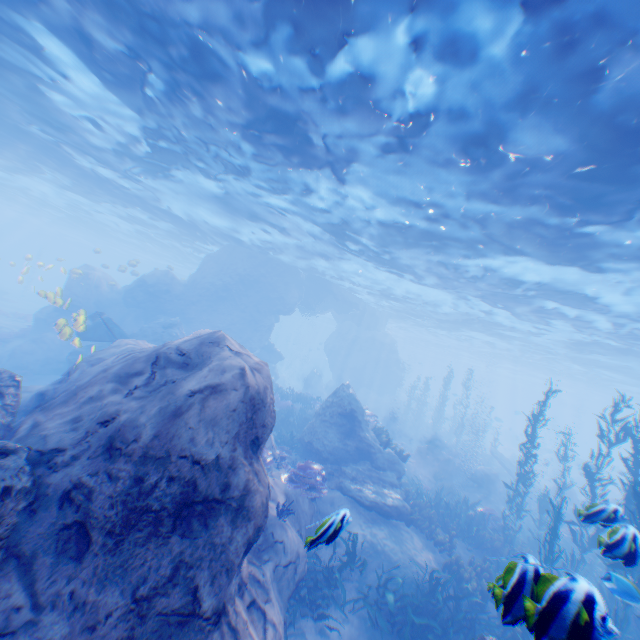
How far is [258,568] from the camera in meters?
6.7 m

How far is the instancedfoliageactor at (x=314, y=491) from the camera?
10.27m

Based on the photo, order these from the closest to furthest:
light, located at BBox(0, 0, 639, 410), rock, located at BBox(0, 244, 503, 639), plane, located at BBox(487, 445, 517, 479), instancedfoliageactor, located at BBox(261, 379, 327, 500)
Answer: rock, located at BBox(0, 244, 503, 639) → light, located at BBox(0, 0, 639, 410) → instancedfoliageactor, located at BBox(261, 379, 327, 500) → plane, located at BBox(487, 445, 517, 479)

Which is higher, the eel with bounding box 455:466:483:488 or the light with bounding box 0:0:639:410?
the light with bounding box 0:0:639:410

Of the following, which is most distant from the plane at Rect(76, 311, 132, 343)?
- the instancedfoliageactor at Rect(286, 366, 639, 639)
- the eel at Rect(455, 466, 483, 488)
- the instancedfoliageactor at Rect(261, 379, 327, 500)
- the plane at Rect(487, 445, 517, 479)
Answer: the plane at Rect(487, 445, 517, 479)

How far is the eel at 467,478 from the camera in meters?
17.9 m

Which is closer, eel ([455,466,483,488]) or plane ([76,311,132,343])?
plane ([76,311,132,343])

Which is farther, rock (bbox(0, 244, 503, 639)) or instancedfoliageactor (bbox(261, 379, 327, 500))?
instancedfoliageactor (bbox(261, 379, 327, 500))
